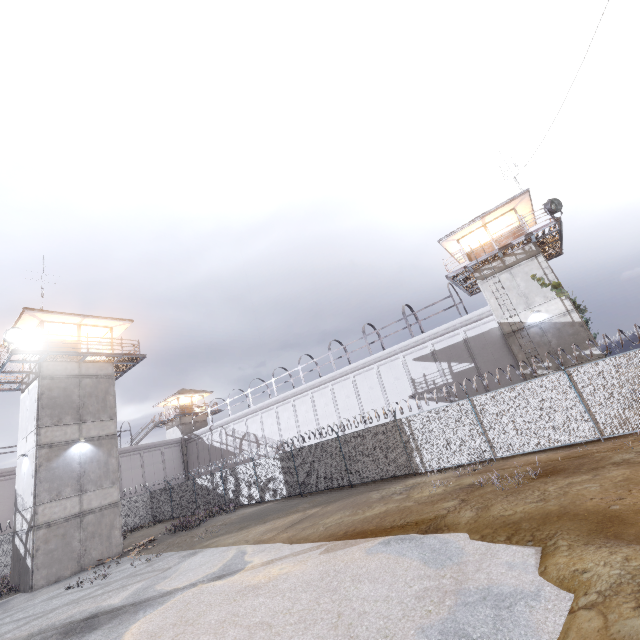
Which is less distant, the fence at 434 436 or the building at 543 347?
the fence at 434 436

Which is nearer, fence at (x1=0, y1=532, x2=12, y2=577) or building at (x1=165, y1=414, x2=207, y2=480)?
fence at (x1=0, y1=532, x2=12, y2=577)

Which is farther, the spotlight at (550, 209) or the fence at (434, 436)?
the spotlight at (550, 209)

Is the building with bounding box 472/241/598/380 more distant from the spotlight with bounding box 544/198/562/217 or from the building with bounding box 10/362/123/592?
the building with bounding box 10/362/123/592

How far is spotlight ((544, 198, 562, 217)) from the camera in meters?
18.9 m

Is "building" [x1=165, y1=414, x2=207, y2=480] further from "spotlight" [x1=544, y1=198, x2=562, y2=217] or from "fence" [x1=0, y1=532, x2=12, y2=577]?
"spotlight" [x1=544, y1=198, x2=562, y2=217]

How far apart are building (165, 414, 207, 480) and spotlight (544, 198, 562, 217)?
45.1m

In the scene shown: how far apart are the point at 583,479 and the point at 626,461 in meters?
1.8
